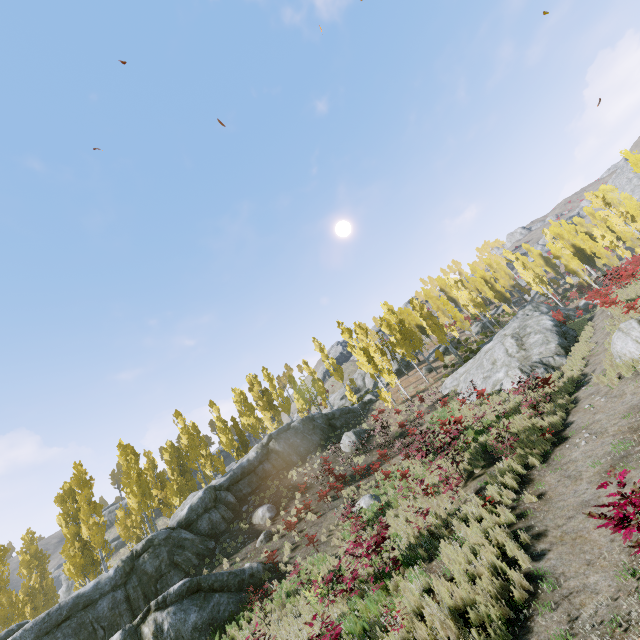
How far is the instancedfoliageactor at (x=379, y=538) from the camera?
8.48m

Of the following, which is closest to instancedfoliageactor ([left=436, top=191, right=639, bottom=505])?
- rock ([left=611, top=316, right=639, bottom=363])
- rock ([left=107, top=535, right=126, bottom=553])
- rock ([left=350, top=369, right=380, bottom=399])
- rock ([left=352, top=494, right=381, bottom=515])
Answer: rock ([left=350, top=369, right=380, bottom=399])

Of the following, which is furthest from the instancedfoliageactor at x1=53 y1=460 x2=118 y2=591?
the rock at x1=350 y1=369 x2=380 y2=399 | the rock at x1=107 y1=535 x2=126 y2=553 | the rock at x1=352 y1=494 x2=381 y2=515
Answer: the rock at x1=107 y1=535 x2=126 y2=553

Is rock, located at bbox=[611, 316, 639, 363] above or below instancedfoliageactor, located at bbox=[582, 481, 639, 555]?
above

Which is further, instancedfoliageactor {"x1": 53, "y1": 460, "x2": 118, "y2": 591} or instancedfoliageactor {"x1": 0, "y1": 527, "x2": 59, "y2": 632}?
instancedfoliageactor {"x1": 53, "y1": 460, "x2": 118, "y2": 591}

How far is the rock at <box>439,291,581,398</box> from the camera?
18.7m

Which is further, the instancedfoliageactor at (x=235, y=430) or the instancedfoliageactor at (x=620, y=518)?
the instancedfoliageactor at (x=235, y=430)

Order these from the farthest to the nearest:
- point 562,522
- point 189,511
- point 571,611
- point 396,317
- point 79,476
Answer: point 396,317
point 79,476
point 189,511
point 562,522
point 571,611
